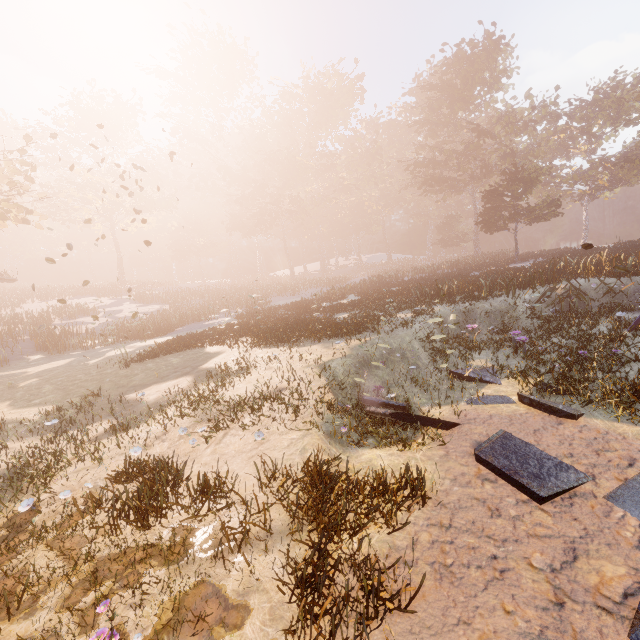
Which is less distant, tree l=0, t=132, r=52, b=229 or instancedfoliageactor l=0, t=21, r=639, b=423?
instancedfoliageactor l=0, t=21, r=639, b=423

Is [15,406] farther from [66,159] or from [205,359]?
[66,159]

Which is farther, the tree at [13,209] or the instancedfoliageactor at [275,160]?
the tree at [13,209]
